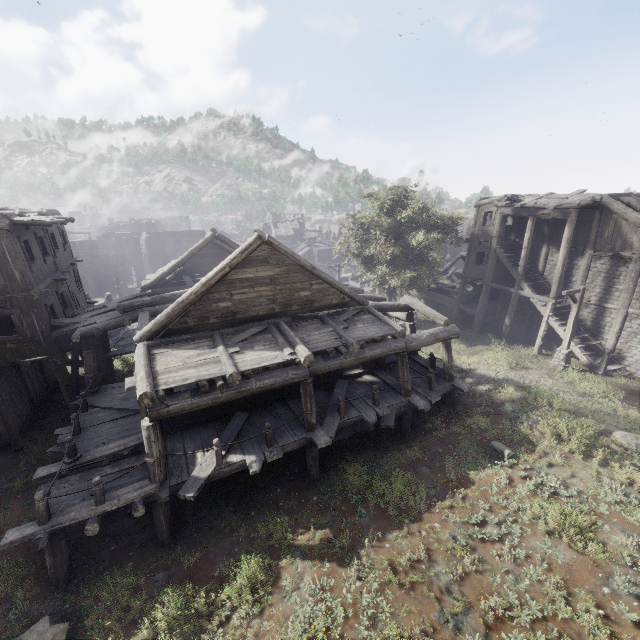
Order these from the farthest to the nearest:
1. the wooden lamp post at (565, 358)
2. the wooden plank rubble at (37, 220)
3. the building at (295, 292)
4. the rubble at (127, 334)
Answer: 1. the rubble at (127, 334)
2. the wooden lamp post at (565, 358)
3. the wooden plank rubble at (37, 220)
4. the building at (295, 292)

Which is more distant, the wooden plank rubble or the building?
the wooden plank rubble

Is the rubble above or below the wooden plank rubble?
below

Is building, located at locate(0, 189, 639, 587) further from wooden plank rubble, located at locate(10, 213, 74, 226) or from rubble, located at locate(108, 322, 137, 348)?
wooden plank rubble, located at locate(10, 213, 74, 226)

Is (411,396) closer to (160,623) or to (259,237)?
(259,237)

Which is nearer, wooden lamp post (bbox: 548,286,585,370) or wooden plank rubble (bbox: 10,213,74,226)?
wooden plank rubble (bbox: 10,213,74,226)

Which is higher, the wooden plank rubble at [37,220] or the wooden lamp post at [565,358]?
the wooden plank rubble at [37,220]

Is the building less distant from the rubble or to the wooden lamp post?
the wooden lamp post
